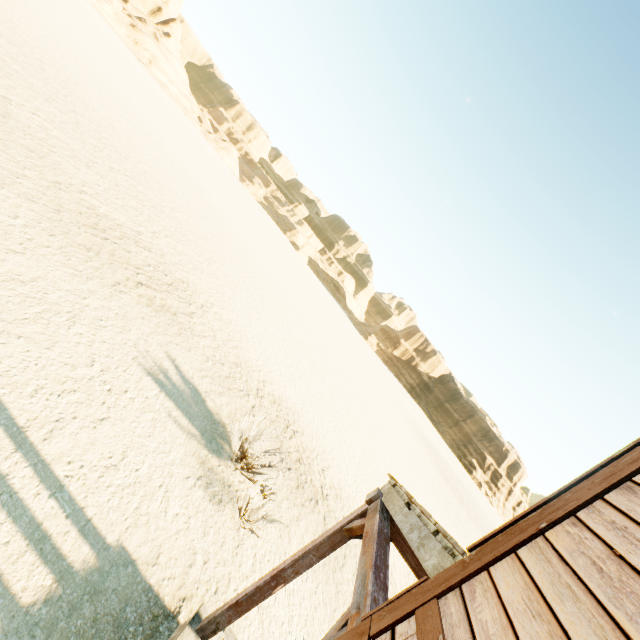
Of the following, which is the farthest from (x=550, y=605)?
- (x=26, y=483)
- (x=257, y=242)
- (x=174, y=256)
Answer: (x=257, y=242)
